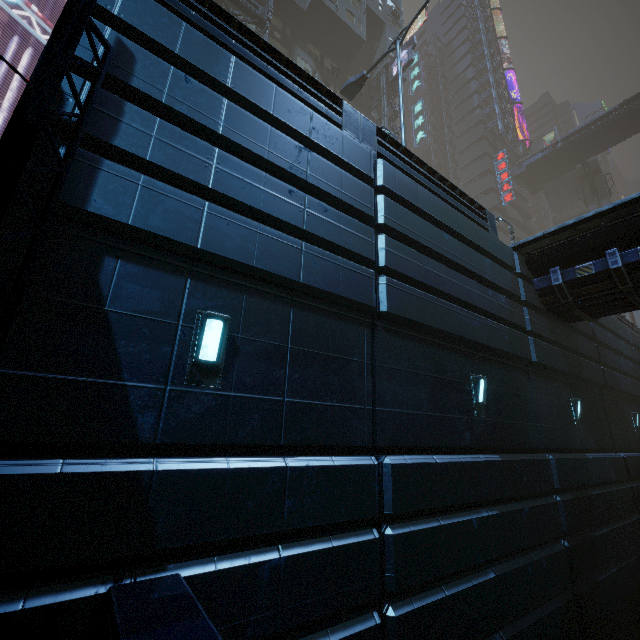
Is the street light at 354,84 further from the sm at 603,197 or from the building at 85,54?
the sm at 603,197

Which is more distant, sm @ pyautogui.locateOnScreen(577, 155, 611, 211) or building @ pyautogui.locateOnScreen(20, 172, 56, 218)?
sm @ pyautogui.locateOnScreen(577, 155, 611, 211)

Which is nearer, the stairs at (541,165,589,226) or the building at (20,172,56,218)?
the building at (20,172,56,218)

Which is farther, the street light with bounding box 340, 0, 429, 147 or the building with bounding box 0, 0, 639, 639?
the street light with bounding box 340, 0, 429, 147

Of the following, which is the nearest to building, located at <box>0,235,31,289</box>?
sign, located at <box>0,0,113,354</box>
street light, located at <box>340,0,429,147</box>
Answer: sign, located at <box>0,0,113,354</box>

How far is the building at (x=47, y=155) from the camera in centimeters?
318cm

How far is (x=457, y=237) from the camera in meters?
8.2

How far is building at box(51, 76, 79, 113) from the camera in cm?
343
